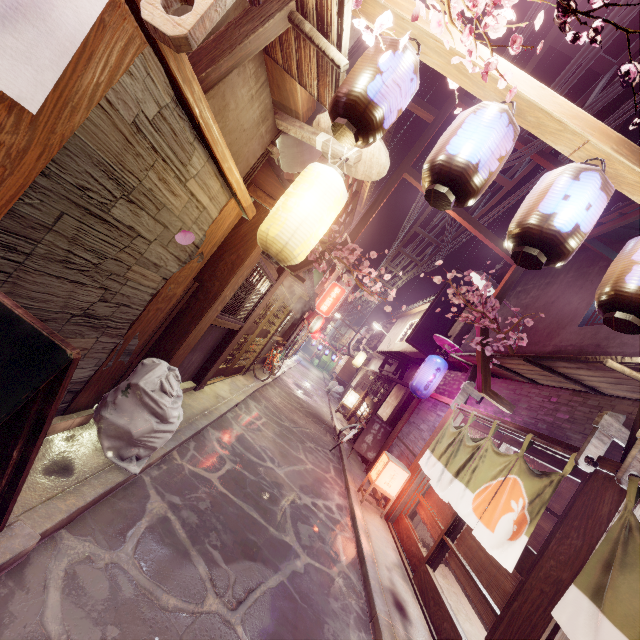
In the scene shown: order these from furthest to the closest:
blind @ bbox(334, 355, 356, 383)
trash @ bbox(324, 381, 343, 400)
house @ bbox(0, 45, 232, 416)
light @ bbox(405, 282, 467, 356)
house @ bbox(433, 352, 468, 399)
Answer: blind @ bbox(334, 355, 356, 383)
trash @ bbox(324, 381, 343, 400)
light @ bbox(405, 282, 467, 356)
house @ bbox(433, 352, 468, 399)
house @ bbox(0, 45, 232, 416)

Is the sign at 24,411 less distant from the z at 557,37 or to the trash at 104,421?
the trash at 104,421

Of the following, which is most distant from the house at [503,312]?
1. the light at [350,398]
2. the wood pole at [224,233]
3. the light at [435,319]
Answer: the light at [350,398]

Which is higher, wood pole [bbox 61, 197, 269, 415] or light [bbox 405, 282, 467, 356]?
light [bbox 405, 282, 467, 356]

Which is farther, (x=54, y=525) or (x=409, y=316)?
(x=409, y=316)

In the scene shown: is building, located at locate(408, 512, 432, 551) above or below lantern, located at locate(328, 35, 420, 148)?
below

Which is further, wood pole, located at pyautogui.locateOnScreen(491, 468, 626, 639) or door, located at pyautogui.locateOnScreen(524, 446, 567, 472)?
door, located at pyautogui.locateOnScreen(524, 446, 567, 472)

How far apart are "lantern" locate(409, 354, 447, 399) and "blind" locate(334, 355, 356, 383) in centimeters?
2768cm
